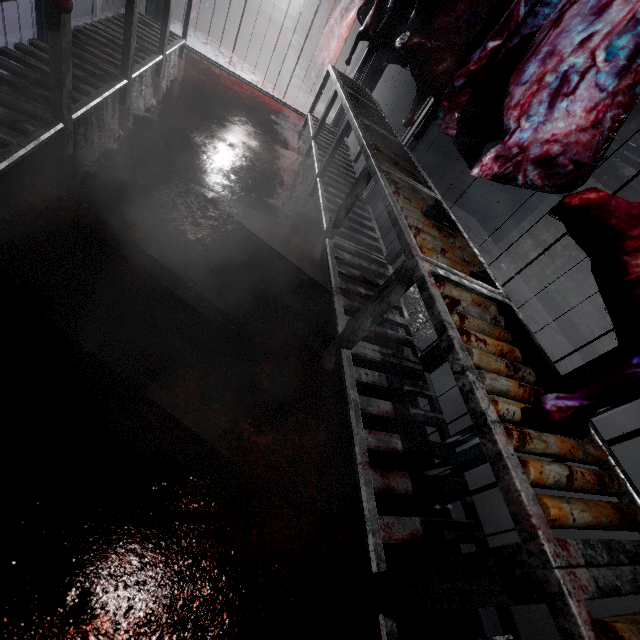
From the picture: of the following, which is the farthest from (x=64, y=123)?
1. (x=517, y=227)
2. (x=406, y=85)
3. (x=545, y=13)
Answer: (x=517, y=227)

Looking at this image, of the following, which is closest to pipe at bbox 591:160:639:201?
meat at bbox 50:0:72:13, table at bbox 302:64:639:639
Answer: table at bbox 302:64:639:639

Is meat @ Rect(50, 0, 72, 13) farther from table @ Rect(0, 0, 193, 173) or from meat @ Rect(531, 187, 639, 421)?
meat @ Rect(531, 187, 639, 421)

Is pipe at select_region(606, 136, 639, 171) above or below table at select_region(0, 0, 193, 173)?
above

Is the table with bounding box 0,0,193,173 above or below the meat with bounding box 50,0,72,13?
below

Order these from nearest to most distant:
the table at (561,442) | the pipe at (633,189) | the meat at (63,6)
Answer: the table at (561,442) → the meat at (63,6) → the pipe at (633,189)

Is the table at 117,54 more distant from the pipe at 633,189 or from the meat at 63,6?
the pipe at 633,189

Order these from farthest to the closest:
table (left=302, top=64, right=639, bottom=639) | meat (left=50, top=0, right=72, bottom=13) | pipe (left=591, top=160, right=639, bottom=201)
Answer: pipe (left=591, top=160, right=639, bottom=201) < meat (left=50, top=0, right=72, bottom=13) < table (left=302, top=64, right=639, bottom=639)
